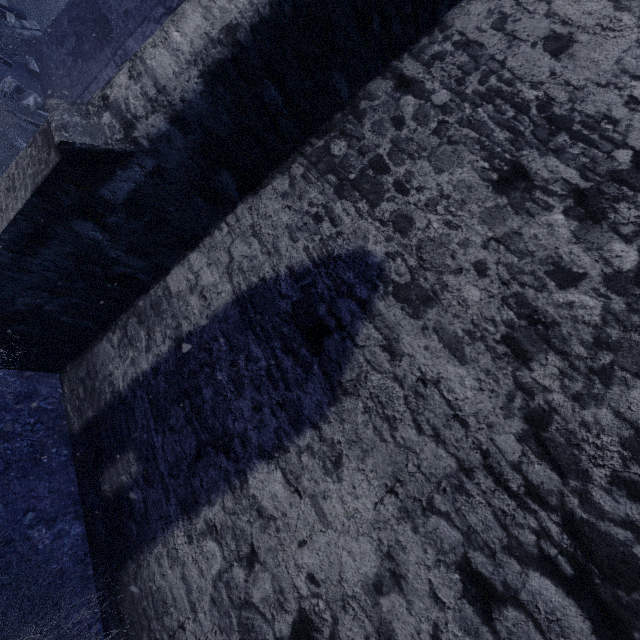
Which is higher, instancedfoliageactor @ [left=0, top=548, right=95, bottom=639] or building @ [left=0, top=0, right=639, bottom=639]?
building @ [left=0, top=0, right=639, bottom=639]

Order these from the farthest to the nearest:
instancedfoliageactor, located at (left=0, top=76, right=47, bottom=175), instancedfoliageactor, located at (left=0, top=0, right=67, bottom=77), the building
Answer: instancedfoliageactor, located at (left=0, top=0, right=67, bottom=77), instancedfoliageactor, located at (left=0, top=76, right=47, bottom=175), the building

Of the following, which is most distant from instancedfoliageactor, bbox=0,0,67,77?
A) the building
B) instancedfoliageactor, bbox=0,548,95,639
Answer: instancedfoliageactor, bbox=0,548,95,639

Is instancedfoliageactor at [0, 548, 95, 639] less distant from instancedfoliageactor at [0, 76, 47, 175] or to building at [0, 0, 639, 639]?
building at [0, 0, 639, 639]

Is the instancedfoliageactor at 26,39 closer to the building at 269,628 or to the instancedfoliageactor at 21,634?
the building at 269,628

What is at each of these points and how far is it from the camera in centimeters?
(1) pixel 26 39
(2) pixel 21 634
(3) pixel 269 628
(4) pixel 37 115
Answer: (1) instancedfoliageactor, 836cm
(2) instancedfoliageactor, 185cm
(3) building, 196cm
(4) instancedfoliageactor, 652cm
